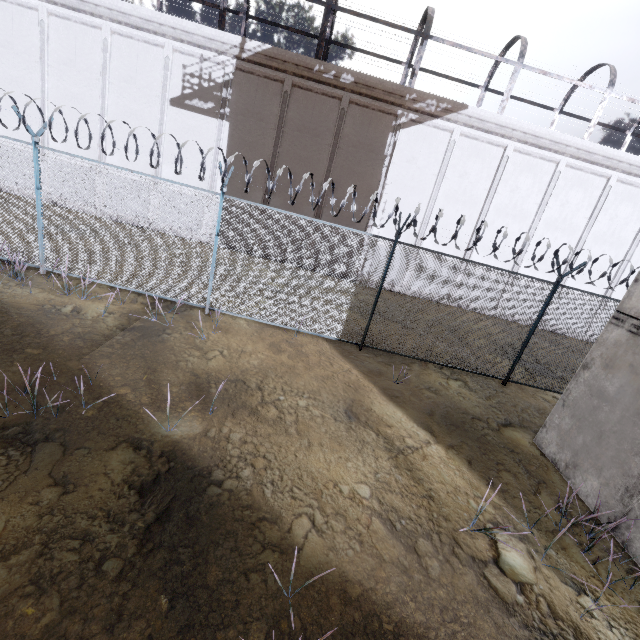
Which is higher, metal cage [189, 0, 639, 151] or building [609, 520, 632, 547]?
metal cage [189, 0, 639, 151]

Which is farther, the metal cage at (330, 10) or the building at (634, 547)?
the metal cage at (330, 10)

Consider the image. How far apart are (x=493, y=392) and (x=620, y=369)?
3.27m

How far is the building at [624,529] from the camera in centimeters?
467cm

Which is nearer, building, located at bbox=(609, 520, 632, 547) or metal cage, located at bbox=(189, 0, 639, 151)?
building, located at bbox=(609, 520, 632, 547)

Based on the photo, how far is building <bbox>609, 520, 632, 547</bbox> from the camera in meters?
4.7 m
